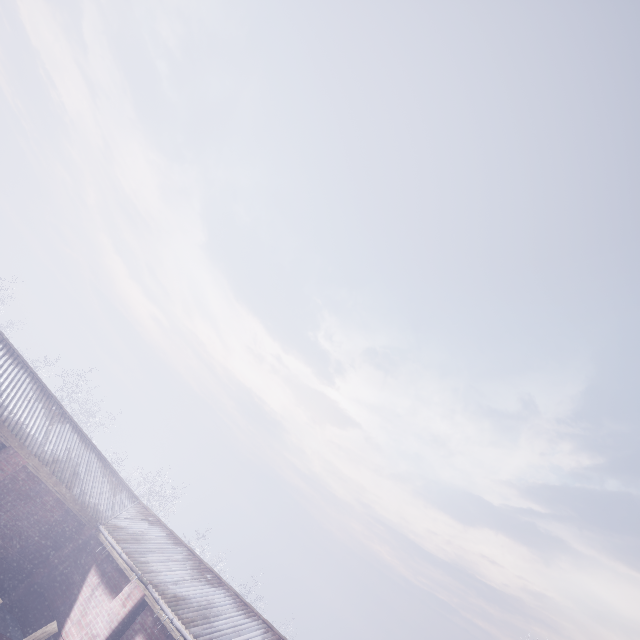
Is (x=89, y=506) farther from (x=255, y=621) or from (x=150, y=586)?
(x=255, y=621)
